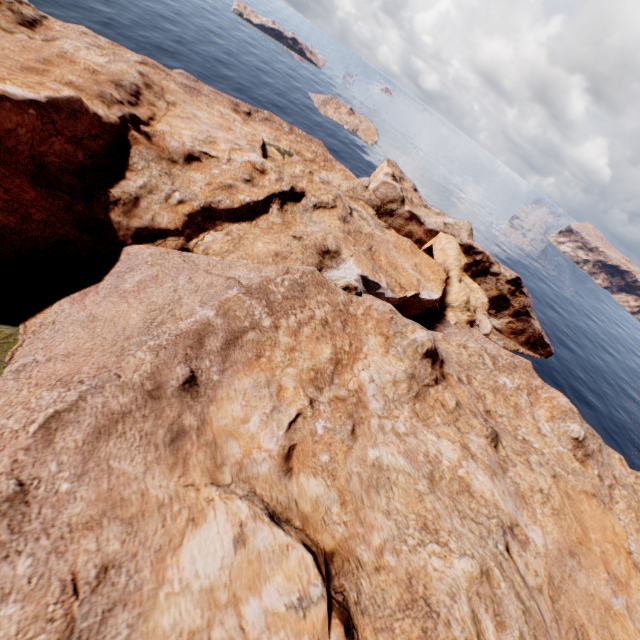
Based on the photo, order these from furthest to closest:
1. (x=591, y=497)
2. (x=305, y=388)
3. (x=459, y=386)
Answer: (x=459, y=386) < (x=591, y=497) < (x=305, y=388)
